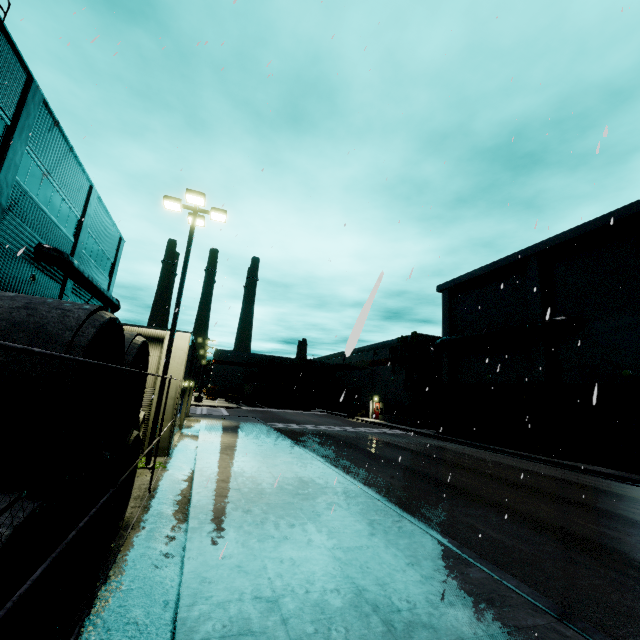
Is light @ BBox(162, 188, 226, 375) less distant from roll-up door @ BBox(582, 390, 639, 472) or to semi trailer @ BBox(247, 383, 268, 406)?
roll-up door @ BBox(582, 390, 639, 472)

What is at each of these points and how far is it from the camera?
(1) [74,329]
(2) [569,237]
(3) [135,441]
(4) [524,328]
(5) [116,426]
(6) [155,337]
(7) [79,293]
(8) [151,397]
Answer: (1) concrete pipe stack, 3.07m
(2) building, 22.70m
(3) concrete pipe stack, 6.91m
(4) pipe, 24.16m
(5) concrete pipe stack, 4.82m
(6) building, 13.62m
(7) building, 22.17m
(8) building, 13.16m

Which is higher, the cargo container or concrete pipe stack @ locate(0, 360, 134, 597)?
the cargo container

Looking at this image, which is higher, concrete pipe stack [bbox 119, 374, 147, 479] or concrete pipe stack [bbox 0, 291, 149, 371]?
concrete pipe stack [bbox 0, 291, 149, 371]

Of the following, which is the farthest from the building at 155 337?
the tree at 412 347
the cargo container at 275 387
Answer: the cargo container at 275 387

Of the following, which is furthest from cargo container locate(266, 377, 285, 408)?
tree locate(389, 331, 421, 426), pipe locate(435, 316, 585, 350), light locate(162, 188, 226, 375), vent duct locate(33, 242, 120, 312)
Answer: light locate(162, 188, 226, 375)

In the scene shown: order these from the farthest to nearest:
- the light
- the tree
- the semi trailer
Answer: the semi trailer
the tree
the light

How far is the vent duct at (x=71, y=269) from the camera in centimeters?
1639cm
